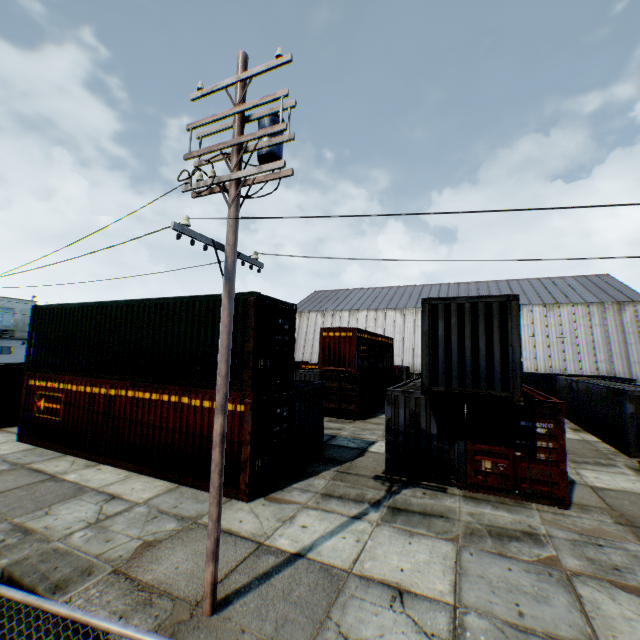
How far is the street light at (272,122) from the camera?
5.63m

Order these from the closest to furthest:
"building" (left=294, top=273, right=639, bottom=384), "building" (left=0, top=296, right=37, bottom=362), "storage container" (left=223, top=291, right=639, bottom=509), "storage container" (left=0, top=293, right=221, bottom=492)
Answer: "storage container" (left=223, top=291, right=639, bottom=509) → "storage container" (left=0, top=293, right=221, bottom=492) → "building" (left=294, top=273, right=639, bottom=384) → "building" (left=0, top=296, right=37, bottom=362)

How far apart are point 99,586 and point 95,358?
8.9 meters

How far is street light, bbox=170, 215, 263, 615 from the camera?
5.14m

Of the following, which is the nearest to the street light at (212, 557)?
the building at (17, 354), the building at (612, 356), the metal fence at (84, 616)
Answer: the metal fence at (84, 616)

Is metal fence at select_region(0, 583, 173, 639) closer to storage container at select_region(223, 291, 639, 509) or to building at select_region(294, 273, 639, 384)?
storage container at select_region(223, 291, 639, 509)

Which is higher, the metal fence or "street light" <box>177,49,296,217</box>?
"street light" <box>177,49,296,217</box>
